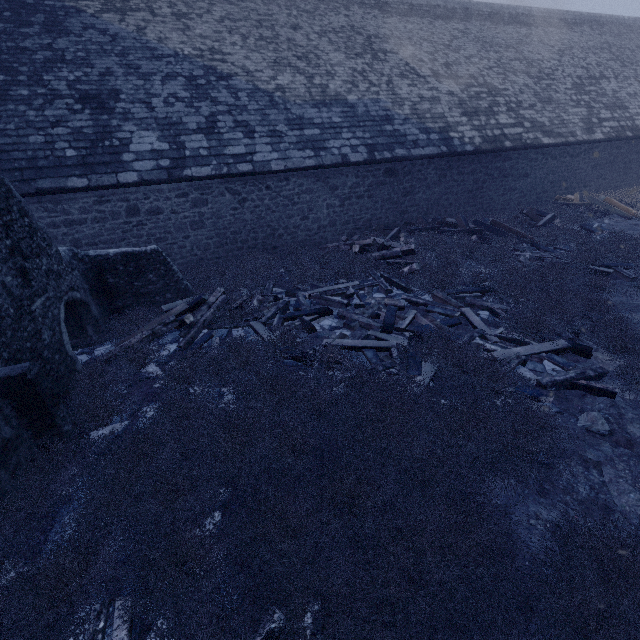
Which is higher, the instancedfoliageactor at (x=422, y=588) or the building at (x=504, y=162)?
the building at (x=504, y=162)

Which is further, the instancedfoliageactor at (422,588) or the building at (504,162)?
the building at (504,162)

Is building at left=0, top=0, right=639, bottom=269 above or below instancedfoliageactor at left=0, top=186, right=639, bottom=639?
above

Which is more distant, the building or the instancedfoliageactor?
the building

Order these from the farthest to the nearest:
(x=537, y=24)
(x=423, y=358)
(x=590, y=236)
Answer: (x=537, y=24) → (x=590, y=236) → (x=423, y=358)
